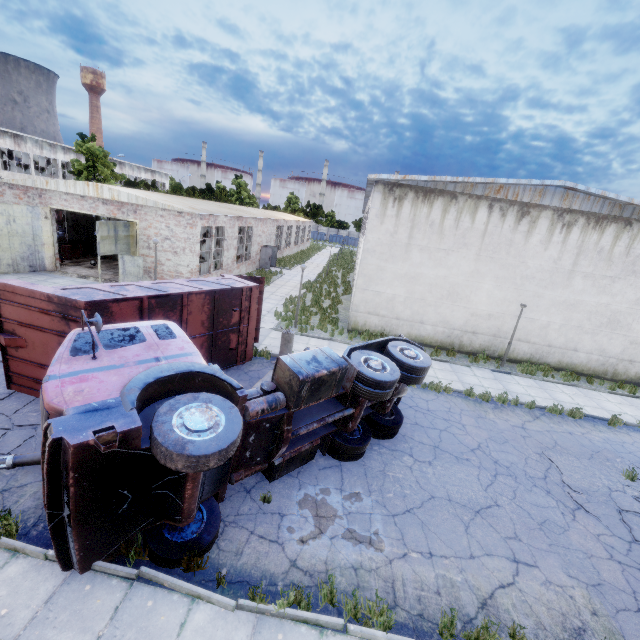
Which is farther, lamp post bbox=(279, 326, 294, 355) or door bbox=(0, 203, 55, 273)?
door bbox=(0, 203, 55, 273)

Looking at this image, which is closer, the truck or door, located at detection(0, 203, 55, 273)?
the truck

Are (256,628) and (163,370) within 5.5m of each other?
yes

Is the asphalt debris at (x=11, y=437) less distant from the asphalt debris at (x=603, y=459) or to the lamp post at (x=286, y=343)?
the lamp post at (x=286, y=343)

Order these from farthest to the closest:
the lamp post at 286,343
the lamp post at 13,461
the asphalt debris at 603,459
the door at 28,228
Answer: the door at 28,228 → the lamp post at 286,343 → the asphalt debris at 603,459 → the lamp post at 13,461

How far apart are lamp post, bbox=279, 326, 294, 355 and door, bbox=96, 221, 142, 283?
11.0 meters

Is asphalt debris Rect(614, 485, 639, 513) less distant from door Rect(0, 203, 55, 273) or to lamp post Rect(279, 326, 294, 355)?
lamp post Rect(279, 326, 294, 355)

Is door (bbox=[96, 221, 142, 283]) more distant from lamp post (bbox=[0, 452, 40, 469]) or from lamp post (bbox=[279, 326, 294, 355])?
lamp post (bbox=[0, 452, 40, 469])
